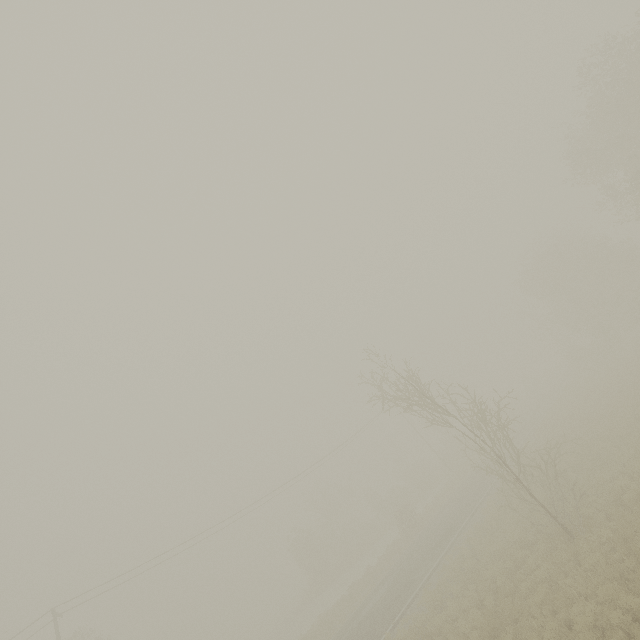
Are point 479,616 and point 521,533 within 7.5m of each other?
yes
